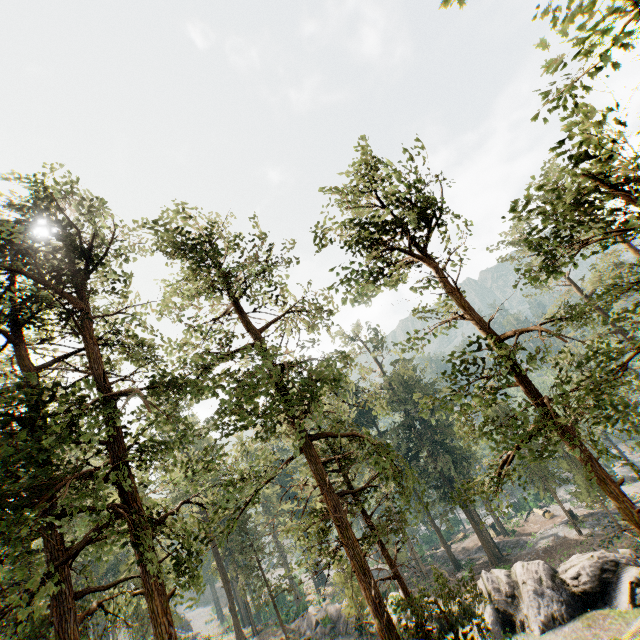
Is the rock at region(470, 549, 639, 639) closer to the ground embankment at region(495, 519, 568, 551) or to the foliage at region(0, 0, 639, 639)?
the foliage at region(0, 0, 639, 639)

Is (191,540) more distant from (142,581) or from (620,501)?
(620,501)

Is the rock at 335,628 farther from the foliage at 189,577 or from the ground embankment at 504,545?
the ground embankment at 504,545

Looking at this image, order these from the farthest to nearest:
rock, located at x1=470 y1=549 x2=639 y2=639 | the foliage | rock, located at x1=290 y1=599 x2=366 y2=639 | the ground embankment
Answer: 1. the ground embankment
2. rock, located at x1=290 y1=599 x2=366 y2=639
3. rock, located at x1=470 y1=549 x2=639 y2=639
4. the foliage

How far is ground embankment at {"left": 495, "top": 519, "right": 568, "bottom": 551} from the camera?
40.6 meters

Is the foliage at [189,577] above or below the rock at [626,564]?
above

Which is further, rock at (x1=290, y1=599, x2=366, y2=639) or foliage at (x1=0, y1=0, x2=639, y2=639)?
rock at (x1=290, y1=599, x2=366, y2=639)

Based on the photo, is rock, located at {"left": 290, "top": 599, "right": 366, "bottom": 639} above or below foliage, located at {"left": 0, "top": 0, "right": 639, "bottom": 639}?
below
